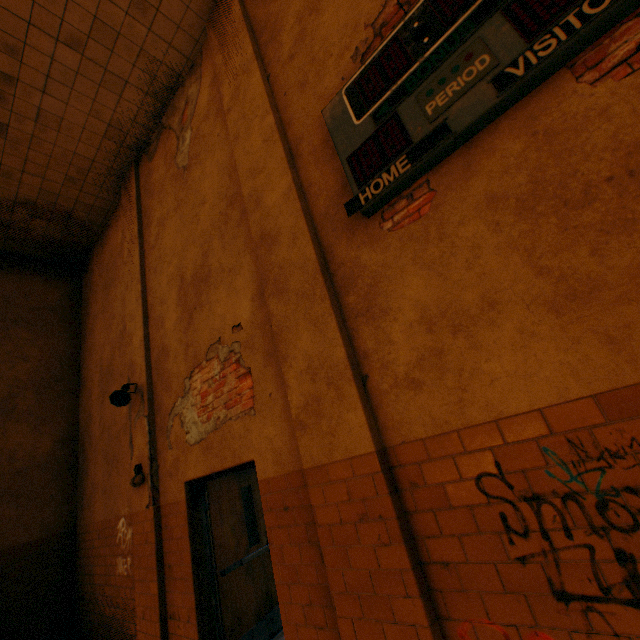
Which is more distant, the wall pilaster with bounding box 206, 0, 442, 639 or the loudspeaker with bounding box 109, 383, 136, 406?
the loudspeaker with bounding box 109, 383, 136, 406

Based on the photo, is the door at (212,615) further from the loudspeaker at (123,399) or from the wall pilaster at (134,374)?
the loudspeaker at (123,399)

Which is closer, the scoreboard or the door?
the scoreboard

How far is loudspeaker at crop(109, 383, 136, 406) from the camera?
5.1 meters

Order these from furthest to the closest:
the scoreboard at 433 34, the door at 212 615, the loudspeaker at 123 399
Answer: the loudspeaker at 123 399 → the door at 212 615 → the scoreboard at 433 34

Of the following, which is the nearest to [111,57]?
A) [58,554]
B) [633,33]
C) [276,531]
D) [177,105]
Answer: [177,105]

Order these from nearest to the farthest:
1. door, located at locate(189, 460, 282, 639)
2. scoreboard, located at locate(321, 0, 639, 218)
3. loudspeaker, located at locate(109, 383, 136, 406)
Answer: scoreboard, located at locate(321, 0, 639, 218) → door, located at locate(189, 460, 282, 639) → loudspeaker, located at locate(109, 383, 136, 406)

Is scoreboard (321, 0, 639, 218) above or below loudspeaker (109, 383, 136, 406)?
above
